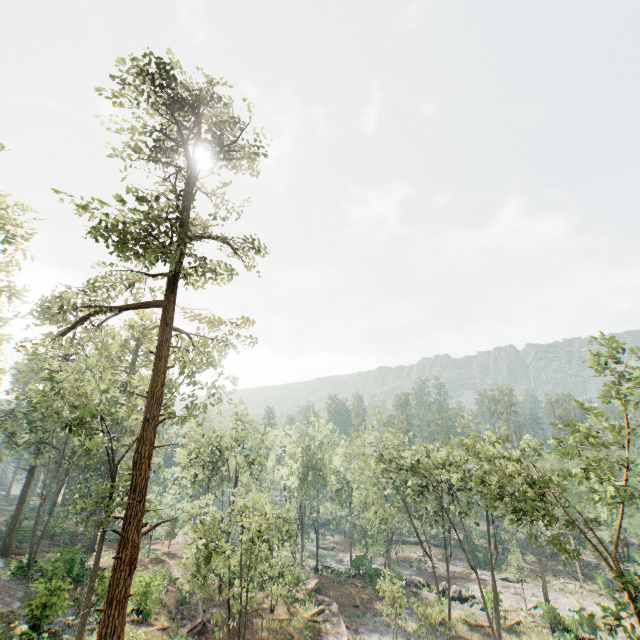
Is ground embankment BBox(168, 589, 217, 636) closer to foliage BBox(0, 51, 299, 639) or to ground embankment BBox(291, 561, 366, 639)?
foliage BBox(0, 51, 299, 639)

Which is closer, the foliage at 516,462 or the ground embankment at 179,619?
the foliage at 516,462

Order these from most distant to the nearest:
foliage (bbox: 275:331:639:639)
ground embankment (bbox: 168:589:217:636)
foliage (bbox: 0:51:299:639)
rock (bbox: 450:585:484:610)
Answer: rock (bbox: 450:585:484:610), ground embankment (bbox: 168:589:217:636), foliage (bbox: 275:331:639:639), foliage (bbox: 0:51:299:639)

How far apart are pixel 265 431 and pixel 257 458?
5.2 meters

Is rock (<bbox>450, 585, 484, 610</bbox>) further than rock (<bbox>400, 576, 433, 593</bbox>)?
No

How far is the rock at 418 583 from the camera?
42.9m

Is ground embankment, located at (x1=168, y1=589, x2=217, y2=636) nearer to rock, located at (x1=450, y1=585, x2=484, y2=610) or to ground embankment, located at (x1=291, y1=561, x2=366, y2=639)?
ground embankment, located at (x1=291, y1=561, x2=366, y2=639)
